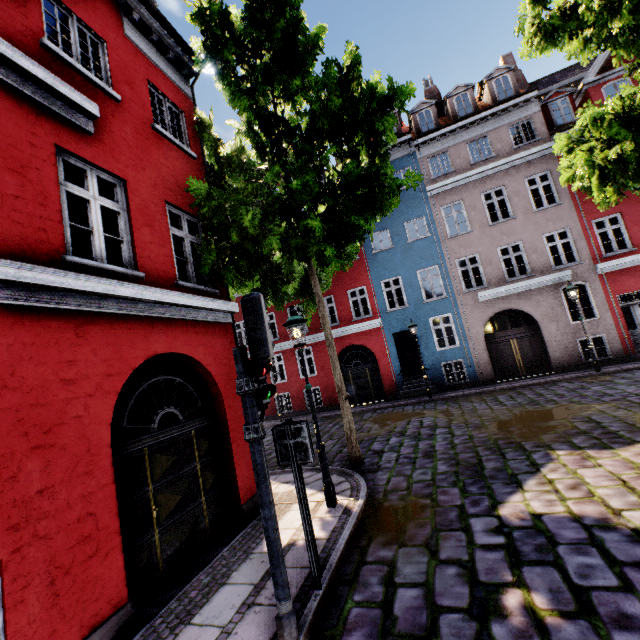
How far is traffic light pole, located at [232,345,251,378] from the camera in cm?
352

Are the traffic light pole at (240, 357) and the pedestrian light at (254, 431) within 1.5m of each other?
yes

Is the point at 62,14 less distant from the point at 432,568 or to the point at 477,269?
the point at 432,568

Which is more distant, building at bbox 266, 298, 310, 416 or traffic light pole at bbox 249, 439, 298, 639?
building at bbox 266, 298, 310, 416

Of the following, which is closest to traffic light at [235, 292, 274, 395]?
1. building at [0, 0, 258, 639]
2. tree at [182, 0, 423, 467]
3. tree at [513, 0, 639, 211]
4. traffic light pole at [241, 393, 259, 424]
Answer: traffic light pole at [241, 393, 259, 424]

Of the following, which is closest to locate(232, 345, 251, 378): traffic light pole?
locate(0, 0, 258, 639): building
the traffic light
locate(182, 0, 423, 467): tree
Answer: the traffic light

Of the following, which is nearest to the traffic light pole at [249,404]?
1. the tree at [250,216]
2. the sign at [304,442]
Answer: the sign at [304,442]

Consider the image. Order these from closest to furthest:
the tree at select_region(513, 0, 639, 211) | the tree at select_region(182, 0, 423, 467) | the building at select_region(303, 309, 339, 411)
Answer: the tree at select_region(513, 0, 639, 211), the tree at select_region(182, 0, 423, 467), the building at select_region(303, 309, 339, 411)
